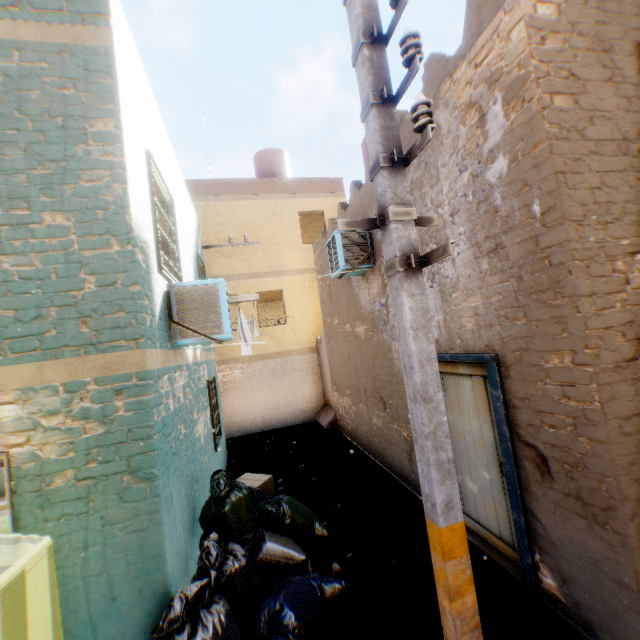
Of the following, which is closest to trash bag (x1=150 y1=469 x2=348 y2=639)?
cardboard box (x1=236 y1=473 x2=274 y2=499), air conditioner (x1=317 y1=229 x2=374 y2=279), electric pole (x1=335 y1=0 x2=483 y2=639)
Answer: electric pole (x1=335 y1=0 x2=483 y2=639)

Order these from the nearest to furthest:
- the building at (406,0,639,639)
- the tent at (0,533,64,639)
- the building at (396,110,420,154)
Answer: the tent at (0,533,64,639) < the building at (406,0,639,639) < the building at (396,110,420,154)

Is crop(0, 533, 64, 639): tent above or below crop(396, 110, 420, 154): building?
below

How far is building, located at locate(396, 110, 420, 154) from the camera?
4.7 meters

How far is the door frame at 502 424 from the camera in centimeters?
347cm

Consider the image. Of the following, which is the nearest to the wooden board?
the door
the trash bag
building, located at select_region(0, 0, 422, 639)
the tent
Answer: the door

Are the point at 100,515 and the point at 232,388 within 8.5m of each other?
no

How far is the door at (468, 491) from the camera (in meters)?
3.92
